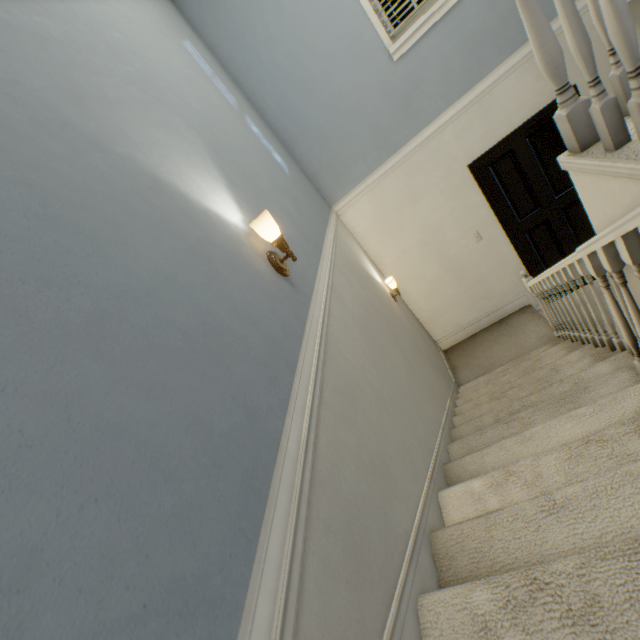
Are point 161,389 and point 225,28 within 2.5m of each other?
no

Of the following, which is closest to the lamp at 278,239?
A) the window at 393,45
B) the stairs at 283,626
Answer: the stairs at 283,626

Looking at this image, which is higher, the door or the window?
the window

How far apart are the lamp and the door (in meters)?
2.96

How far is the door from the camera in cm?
345

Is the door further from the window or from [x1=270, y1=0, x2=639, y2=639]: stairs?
the window

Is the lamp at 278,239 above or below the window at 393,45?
below

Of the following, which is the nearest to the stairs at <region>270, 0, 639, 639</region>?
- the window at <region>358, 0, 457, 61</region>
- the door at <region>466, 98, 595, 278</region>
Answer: the door at <region>466, 98, 595, 278</region>
